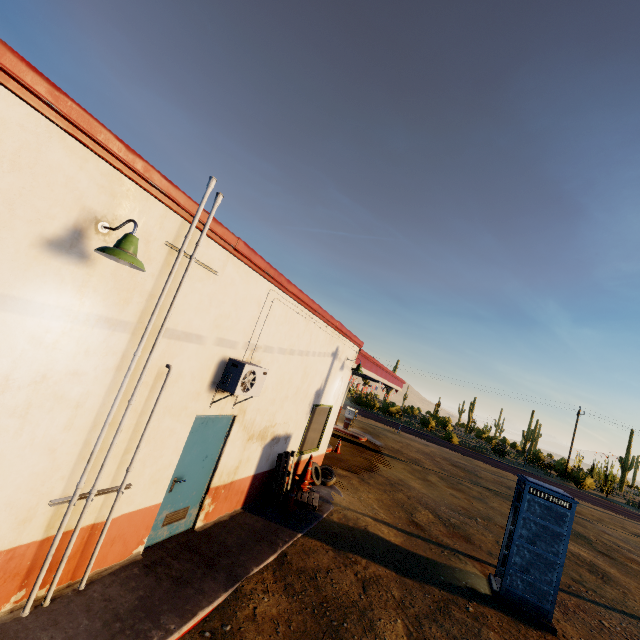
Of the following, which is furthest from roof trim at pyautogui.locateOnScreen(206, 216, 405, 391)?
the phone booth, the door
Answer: the phone booth

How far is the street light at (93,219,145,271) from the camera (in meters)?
2.90

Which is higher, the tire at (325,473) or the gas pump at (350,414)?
the gas pump at (350,414)

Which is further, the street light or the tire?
the tire

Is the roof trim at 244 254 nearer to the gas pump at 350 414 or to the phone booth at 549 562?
the gas pump at 350 414

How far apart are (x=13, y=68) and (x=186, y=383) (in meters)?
3.80

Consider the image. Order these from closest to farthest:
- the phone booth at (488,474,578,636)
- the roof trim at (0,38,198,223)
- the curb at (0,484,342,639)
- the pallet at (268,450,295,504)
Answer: the roof trim at (0,38,198,223)
the curb at (0,484,342,639)
the phone booth at (488,474,578,636)
the pallet at (268,450,295,504)

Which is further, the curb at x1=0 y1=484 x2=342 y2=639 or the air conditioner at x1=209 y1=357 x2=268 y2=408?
the air conditioner at x1=209 y1=357 x2=268 y2=408
